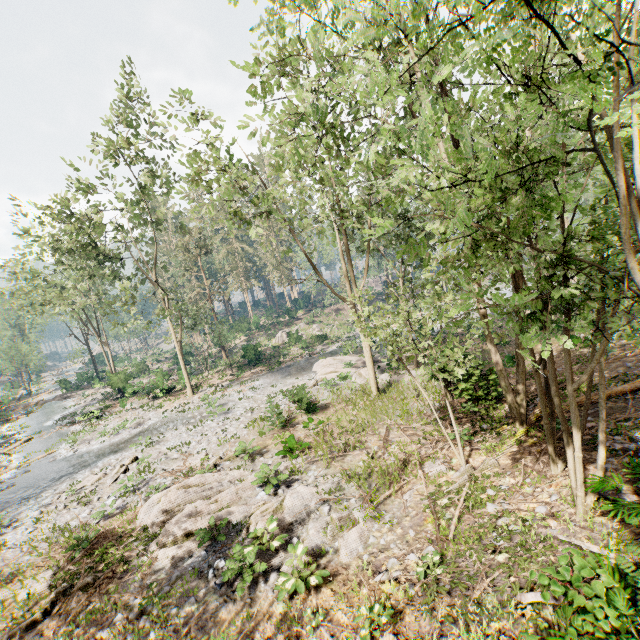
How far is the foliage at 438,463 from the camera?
11.1m

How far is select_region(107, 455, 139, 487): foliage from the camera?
16.4 meters

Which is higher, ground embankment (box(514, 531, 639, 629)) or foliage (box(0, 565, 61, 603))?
ground embankment (box(514, 531, 639, 629))

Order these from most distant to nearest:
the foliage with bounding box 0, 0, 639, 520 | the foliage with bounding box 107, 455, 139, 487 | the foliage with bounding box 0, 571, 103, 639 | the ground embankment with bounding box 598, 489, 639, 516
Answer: the foliage with bounding box 107, 455, 139, 487 < the foliage with bounding box 0, 571, 103, 639 < the ground embankment with bounding box 598, 489, 639, 516 < the foliage with bounding box 0, 0, 639, 520

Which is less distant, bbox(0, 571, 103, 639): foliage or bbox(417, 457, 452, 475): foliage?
bbox(0, 571, 103, 639): foliage

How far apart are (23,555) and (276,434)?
10.54m

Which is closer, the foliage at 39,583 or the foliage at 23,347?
the foliage at 39,583
